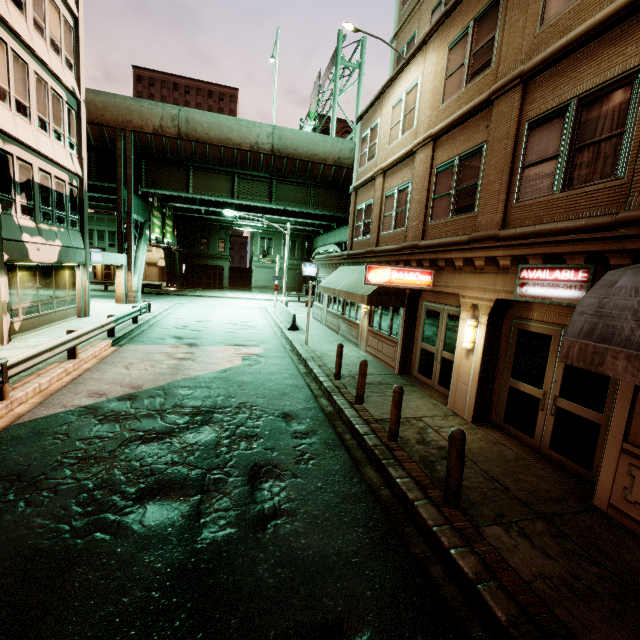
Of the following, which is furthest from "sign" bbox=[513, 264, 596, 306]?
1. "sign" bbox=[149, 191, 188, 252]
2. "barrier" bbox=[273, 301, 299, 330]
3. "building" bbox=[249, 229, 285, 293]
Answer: "building" bbox=[249, 229, 285, 293]

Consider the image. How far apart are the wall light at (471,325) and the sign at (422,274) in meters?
1.8

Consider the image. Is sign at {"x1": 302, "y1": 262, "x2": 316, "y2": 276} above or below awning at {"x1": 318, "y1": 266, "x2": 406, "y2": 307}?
above

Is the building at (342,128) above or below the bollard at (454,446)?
above

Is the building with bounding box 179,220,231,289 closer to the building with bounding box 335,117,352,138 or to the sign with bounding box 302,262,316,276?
the building with bounding box 335,117,352,138

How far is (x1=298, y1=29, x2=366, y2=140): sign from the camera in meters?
27.9

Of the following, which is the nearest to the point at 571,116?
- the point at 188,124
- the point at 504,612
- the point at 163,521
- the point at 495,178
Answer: the point at 495,178

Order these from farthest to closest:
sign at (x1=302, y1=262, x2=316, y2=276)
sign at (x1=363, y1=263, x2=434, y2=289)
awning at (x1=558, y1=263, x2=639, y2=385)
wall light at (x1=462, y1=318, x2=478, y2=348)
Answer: sign at (x1=302, y1=262, x2=316, y2=276)
sign at (x1=363, y1=263, x2=434, y2=289)
wall light at (x1=462, y1=318, x2=478, y2=348)
awning at (x1=558, y1=263, x2=639, y2=385)
